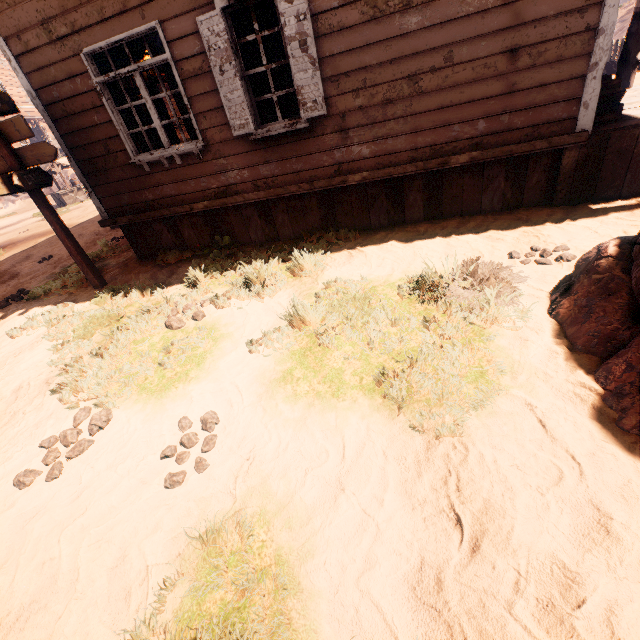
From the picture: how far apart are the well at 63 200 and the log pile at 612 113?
22.8m

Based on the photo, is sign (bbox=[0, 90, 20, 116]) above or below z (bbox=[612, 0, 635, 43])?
above

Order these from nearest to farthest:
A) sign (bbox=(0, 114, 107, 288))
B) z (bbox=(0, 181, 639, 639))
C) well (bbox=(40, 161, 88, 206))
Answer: z (bbox=(0, 181, 639, 639))
sign (bbox=(0, 114, 107, 288))
well (bbox=(40, 161, 88, 206))

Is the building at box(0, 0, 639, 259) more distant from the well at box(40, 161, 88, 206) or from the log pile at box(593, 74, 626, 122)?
the well at box(40, 161, 88, 206)

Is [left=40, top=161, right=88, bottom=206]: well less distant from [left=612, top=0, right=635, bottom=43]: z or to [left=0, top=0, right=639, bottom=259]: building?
[left=612, top=0, right=635, bottom=43]: z

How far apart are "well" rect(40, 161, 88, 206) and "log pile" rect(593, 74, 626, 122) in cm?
2280

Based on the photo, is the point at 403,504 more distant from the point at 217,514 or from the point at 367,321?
the point at 367,321

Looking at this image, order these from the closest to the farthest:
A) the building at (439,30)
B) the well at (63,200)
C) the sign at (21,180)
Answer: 1. the building at (439,30)
2. the sign at (21,180)
3. the well at (63,200)
